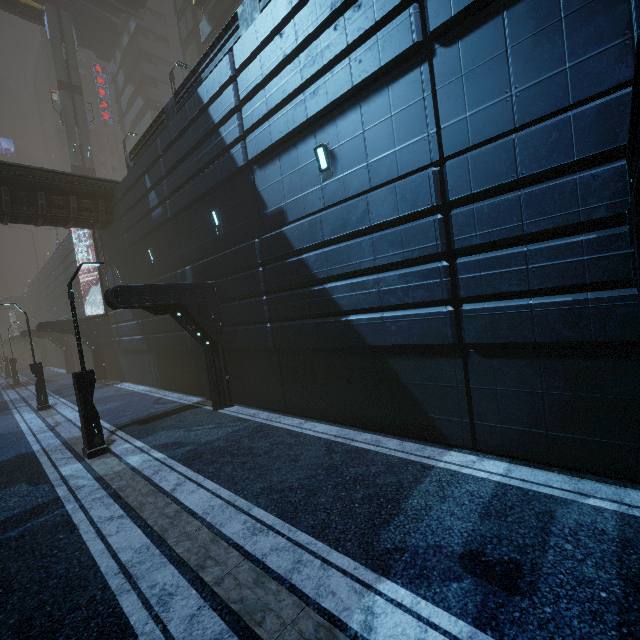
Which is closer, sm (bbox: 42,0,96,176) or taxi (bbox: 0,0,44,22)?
taxi (bbox: 0,0,44,22)

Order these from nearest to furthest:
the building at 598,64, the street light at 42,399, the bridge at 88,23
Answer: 1. the building at 598,64
2. the street light at 42,399
3. the bridge at 88,23

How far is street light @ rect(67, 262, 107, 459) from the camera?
9.0m

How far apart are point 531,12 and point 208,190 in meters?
10.3

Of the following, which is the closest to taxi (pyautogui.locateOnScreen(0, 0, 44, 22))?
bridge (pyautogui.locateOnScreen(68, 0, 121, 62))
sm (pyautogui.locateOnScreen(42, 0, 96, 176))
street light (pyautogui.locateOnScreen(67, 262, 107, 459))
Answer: bridge (pyautogui.locateOnScreen(68, 0, 121, 62))

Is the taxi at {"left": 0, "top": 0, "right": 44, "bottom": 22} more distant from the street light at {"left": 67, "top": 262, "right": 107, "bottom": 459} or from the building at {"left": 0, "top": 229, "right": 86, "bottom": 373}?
the street light at {"left": 67, "top": 262, "right": 107, "bottom": 459}

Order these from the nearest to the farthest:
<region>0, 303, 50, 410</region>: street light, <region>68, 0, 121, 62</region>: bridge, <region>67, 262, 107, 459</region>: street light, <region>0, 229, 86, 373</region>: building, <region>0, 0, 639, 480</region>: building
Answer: <region>0, 0, 639, 480</region>: building
<region>67, 262, 107, 459</region>: street light
<region>0, 303, 50, 410</region>: street light
<region>0, 229, 86, 373</region>: building
<region>68, 0, 121, 62</region>: bridge

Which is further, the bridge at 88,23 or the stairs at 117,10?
the bridge at 88,23
